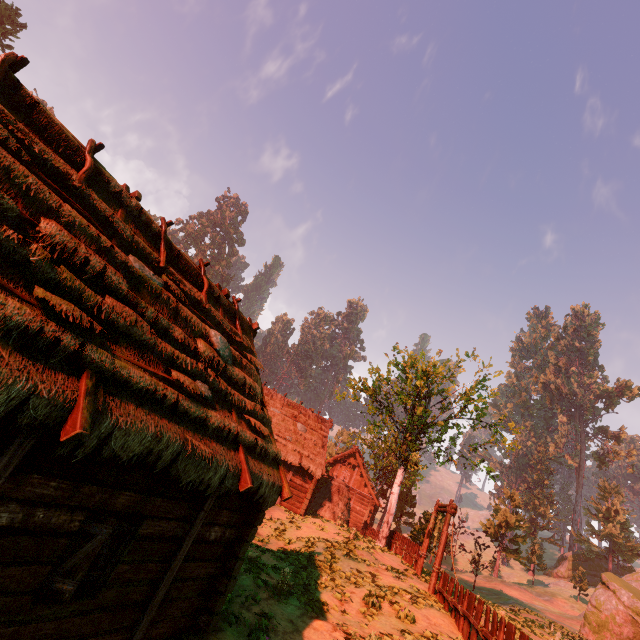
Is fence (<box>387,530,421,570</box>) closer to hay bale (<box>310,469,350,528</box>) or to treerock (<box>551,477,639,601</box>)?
treerock (<box>551,477,639,601</box>)

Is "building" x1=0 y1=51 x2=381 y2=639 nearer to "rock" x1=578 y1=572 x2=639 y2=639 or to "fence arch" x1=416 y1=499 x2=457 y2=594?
"fence arch" x1=416 y1=499 x2=457 y2=594

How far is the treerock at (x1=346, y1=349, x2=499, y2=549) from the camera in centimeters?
2391cm

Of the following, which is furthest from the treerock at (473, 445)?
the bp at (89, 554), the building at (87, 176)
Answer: the bp at (89, 554)

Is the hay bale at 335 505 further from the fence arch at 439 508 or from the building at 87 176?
the fence arch at 439 508

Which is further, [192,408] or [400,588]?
[400,588]

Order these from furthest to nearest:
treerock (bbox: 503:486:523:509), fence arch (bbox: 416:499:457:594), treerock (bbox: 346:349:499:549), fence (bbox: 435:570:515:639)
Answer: treerock (bbox: 503:486:523:509) → treerock (bbox: 346:349:499:549) → fence arch (bbox: 416:499:457:594) → fence (bbox: 435:570:515:639)

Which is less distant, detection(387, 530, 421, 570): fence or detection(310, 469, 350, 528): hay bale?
detection(387, 530, 421, 570): fence
